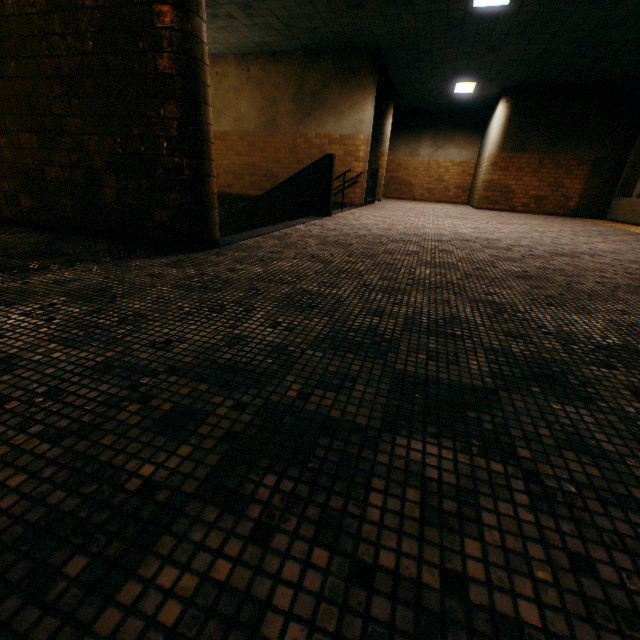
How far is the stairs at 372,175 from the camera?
10.21m

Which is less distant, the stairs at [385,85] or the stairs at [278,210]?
the stairs at [278,210]

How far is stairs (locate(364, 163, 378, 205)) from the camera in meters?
10.2

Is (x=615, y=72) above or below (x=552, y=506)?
above

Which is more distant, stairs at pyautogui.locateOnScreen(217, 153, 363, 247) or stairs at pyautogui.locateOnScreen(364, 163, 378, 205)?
stairs at pyautogui.locateOnScreen(364, 163, 378, 205)

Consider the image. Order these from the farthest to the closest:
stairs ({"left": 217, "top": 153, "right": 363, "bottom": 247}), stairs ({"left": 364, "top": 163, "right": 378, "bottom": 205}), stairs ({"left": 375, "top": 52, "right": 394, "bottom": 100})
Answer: stairs ({"left": 364, "top": 163, "right": 378, "bottom": 205}), stairs ({"left": 375, "top": 52, "right": 394, "bottom": 100}), stairs ({"left": 217, "top": 153, "right": 363, "bottom": 247})
